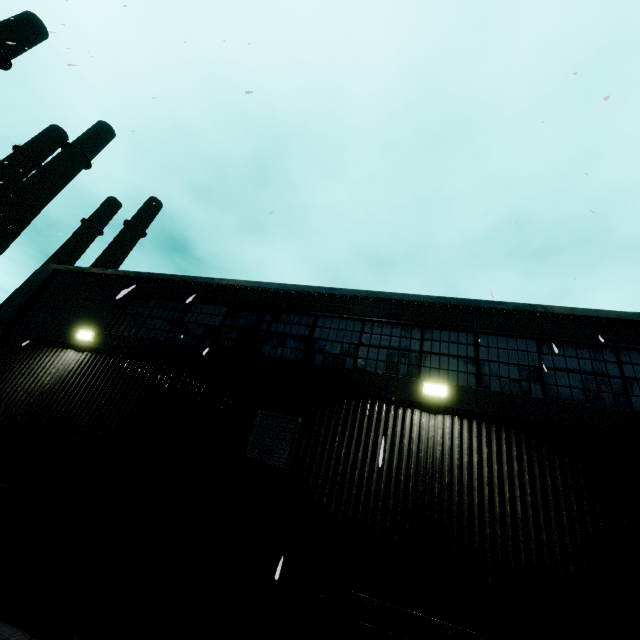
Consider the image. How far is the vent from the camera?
6.5 meters

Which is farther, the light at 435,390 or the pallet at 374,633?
the light at 435,390

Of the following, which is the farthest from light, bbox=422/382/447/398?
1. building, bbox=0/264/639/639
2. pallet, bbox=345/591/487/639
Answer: pallet, bbox=345/591/487/639

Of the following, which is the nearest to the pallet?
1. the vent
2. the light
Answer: the vent

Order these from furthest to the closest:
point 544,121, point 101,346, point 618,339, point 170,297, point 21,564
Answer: point 170,297 → point 101,346 → point 618,339 → point 21,564 → point 544,121

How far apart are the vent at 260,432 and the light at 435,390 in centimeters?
258cm

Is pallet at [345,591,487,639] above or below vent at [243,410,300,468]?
below

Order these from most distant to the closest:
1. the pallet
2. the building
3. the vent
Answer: the vent, the building, the pallet
